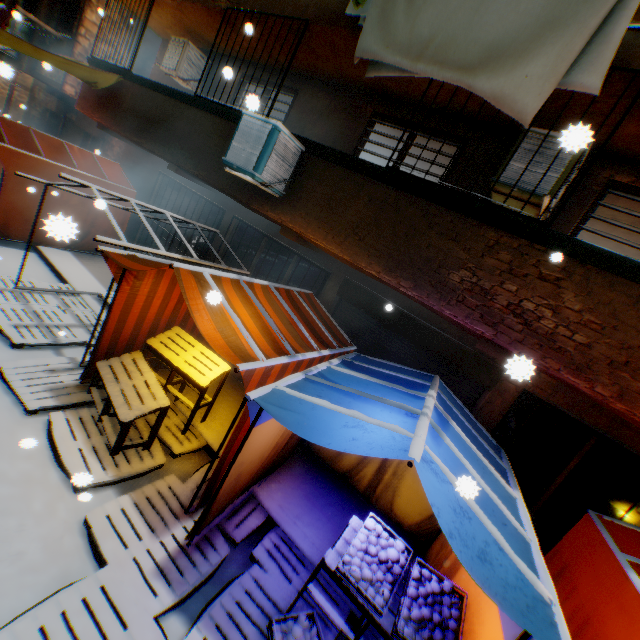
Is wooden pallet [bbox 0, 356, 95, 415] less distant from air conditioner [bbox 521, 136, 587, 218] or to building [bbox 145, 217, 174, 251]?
building [bbox 145, 217, 174, 251]

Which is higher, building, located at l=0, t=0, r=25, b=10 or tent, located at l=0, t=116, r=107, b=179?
building, located at l=0, t=0, r=25, b=10

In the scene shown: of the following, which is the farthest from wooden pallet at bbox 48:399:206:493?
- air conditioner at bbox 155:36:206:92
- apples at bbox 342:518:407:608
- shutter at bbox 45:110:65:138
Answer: shutter at bbox 45:110:65:138

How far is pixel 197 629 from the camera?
2.9 meters

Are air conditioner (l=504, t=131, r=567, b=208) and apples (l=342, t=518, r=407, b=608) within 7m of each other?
yes

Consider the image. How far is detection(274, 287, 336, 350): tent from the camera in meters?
4.9

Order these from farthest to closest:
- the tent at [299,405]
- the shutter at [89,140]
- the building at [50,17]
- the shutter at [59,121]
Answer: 1. the shutter at [59,121]
2. the shutter at [89,140]
3. the building at [50,17]
4. the tent at [299,405]

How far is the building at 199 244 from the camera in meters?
8.3 m
